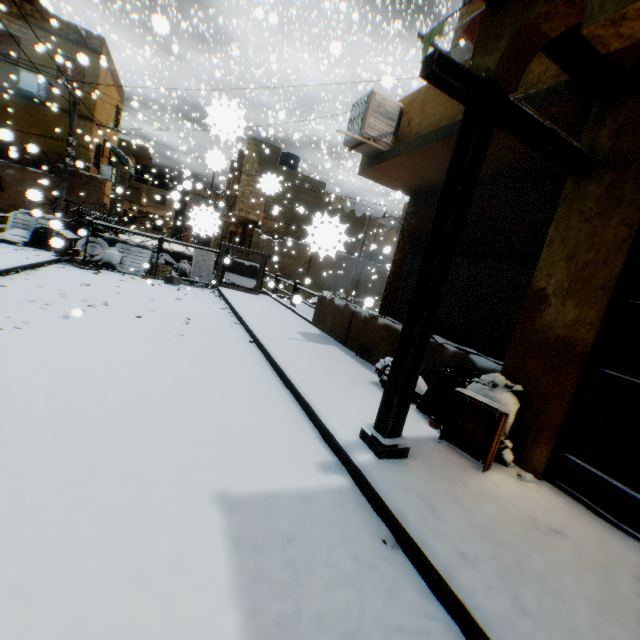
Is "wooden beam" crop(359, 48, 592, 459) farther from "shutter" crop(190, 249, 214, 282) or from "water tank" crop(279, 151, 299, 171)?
"water tank" crop(279, 151, 299, 171)

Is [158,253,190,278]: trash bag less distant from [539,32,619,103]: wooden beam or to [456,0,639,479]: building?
[456,0,639,479]: building

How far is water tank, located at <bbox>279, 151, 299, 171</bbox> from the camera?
26.0 meters

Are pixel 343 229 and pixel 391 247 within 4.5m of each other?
no

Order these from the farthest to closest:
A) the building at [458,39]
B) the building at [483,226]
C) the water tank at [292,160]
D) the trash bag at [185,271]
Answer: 1. the water tank at [292,160]
2. the trash bag at [185,271]
3. the building at [458,39]
4. the building at [483,226]

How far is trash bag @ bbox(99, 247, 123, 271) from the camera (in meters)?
10.67

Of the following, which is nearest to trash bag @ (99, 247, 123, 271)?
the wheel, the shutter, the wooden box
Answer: the wheel

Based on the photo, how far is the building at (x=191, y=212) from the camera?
1.85m
